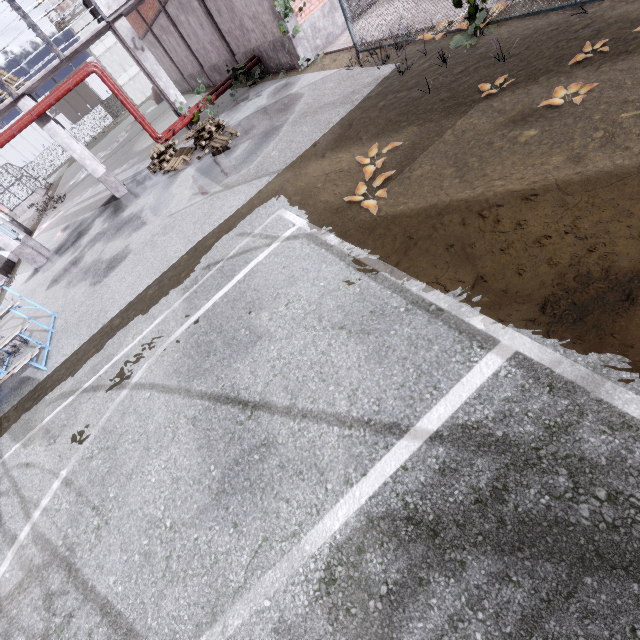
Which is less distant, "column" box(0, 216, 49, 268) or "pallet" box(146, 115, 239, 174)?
"pallet" box(146, 115, 239, 174)

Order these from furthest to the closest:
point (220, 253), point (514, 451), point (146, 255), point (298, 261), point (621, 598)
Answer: point (146, 255)
point (220, 253)
point (298, 261)
point (514, 451)
point (621, 598)

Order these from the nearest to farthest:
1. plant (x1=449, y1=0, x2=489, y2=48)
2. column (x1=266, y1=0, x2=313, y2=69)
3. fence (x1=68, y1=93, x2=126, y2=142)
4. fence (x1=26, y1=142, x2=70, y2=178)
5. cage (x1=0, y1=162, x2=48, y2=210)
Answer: plant (x1=449, y1=0, x2=489, y2=48) < column (x1=266, y1=0, x2=313, y2=69) < cage (x1=0, y1=162, x2=48, y2=210) < fence (x1=26, y1=142, x2=70, y2=178) < fence (x1=68, y1=93, x2=126, y2=142)

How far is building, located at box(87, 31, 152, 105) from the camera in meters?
47.0

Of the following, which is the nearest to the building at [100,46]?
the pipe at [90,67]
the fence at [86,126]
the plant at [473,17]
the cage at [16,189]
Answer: the fence at [86,126]

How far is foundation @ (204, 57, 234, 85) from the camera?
15.8m

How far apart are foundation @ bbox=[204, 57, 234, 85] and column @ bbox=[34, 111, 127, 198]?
7.9m

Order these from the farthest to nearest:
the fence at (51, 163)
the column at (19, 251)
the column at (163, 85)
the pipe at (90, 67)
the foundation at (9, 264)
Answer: the fence at (51, 163), the foundation at (9, 264), the column at (19, 251), the column at (163, 85), the pipe at (90, 67)
